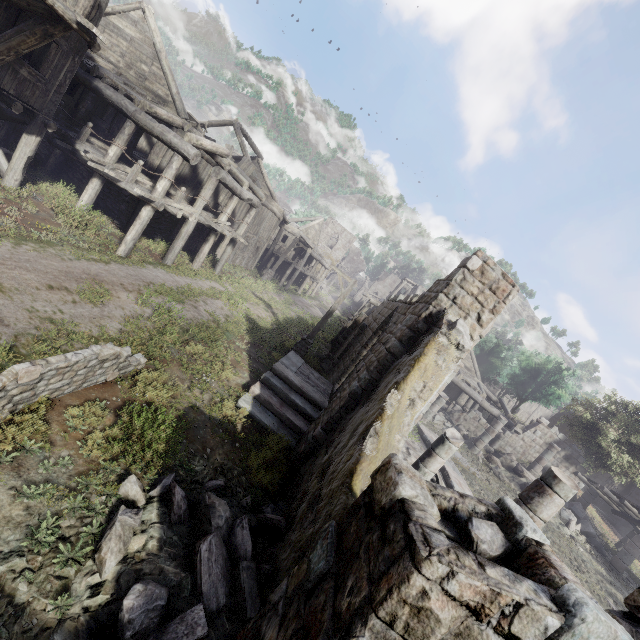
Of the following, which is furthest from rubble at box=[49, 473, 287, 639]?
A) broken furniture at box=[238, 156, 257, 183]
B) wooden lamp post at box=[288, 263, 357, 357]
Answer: broken furniture at box=[238, 156, 257, 183]

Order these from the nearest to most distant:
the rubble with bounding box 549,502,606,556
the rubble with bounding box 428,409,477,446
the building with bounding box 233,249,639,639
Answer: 1. the building with bounding box 233,249,639,639
2. the rubble with bounding box 549,502,606,556
3. the rubble with bounding box 428,409,477,446

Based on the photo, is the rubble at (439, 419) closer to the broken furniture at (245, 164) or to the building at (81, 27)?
the building at (81, 27)

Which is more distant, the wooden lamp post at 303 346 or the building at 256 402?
the wooden lamp post at 303 346

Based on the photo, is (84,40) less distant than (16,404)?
No

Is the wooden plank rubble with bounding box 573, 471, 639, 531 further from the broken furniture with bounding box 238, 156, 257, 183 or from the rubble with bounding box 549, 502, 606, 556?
the broken furniture with bounding box 238, 156, 257, 183

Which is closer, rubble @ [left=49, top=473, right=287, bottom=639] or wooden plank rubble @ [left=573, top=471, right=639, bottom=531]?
rubble @ [left=49, top=473, right=287, bottom=639]

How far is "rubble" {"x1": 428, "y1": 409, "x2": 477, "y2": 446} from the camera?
20.0m
